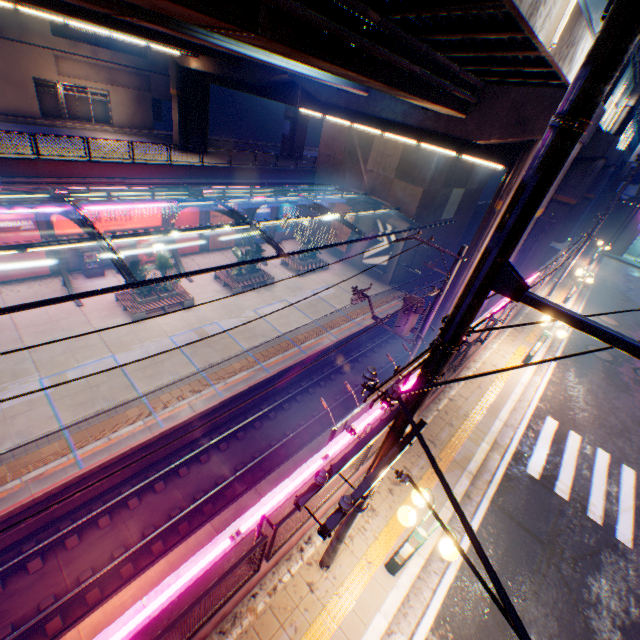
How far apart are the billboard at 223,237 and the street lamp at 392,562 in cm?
2649

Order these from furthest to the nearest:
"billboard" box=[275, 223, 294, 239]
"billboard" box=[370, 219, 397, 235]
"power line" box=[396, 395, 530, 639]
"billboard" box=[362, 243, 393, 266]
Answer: "billboard" box=[275, 223, 294, 239]
"billboard" box=[362, 243, 393, 266]
"billboard" box=[370, 219, 397, 235]
"power line" box=[396, 395, 530, 639]

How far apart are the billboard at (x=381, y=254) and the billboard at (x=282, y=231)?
8.7 meters

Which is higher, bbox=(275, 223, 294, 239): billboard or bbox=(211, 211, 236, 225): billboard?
bbox=(211, 211, 236, 225): billboard

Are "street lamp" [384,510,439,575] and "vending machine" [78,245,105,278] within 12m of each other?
no

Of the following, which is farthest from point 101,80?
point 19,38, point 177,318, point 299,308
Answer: point 299,308

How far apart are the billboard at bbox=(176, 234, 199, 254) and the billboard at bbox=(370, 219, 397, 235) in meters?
14.9

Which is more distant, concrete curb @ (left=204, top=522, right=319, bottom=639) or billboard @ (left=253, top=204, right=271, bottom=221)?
billboard @ (left=253, top=204, right=271, bottom=221)
